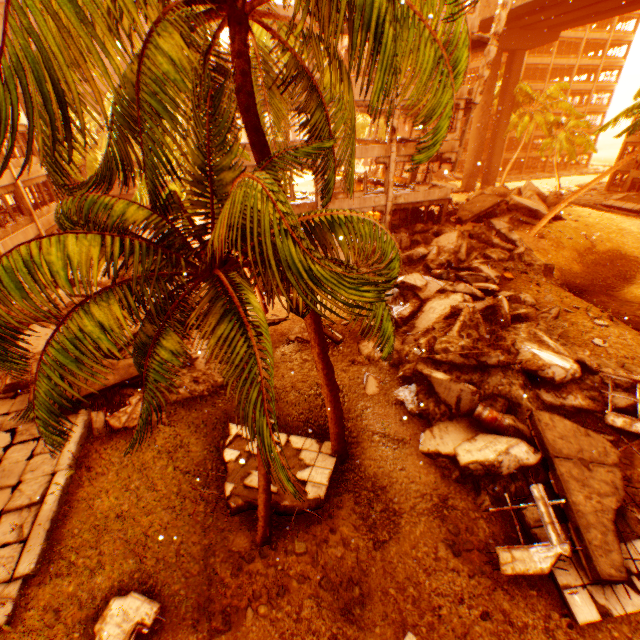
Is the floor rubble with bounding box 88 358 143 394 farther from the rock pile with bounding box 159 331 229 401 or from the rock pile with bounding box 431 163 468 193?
the rock pile with bounding box 431 163 468 193

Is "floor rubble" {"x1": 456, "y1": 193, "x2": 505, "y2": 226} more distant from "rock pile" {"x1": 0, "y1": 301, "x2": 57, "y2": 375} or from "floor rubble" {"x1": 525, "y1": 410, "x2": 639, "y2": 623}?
"floor rubble" {"x1": 525, "y1": 410, "x2": 639, "y2": 623}

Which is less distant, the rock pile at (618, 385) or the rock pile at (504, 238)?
the rock pile at (504, 238)

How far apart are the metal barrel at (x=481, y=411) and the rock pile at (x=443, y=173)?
38.64m

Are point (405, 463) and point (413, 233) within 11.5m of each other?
no

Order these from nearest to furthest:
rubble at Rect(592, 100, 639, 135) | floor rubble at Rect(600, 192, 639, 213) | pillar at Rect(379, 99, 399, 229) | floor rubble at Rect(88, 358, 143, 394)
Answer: floor rubble at Rect(88, 358, 143, 394) → rubble at Rect(592, 100, 639, 135) → pillar at Rect(379, 99, 399, 229) → floor rubble at Rect(600, 192, 639, 213)

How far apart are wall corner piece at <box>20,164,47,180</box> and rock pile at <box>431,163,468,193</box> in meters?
42.0 m

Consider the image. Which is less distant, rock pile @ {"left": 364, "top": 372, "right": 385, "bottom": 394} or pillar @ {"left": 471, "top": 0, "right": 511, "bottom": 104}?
rock pile @ {"left": 364, "top": 372, "right": 385, "bottom": 394}
